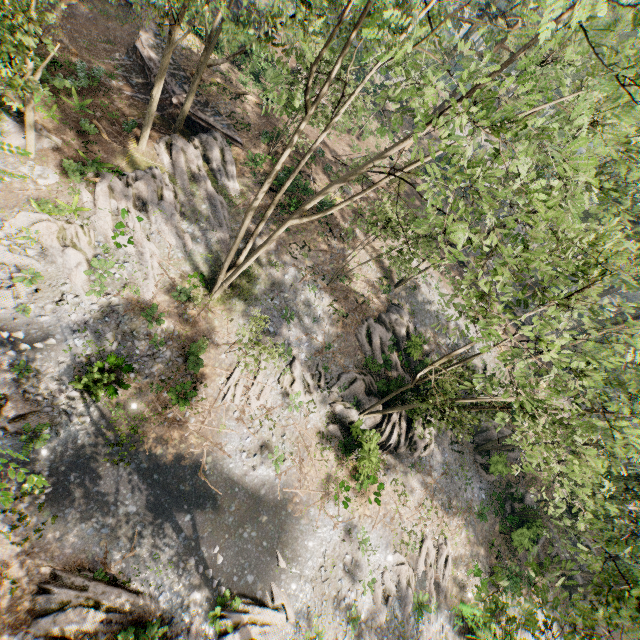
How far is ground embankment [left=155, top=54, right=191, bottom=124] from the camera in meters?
24.0

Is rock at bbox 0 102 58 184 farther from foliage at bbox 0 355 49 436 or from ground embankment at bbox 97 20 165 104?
ground embankment at bbox 97 20 165 104

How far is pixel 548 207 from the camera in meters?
8.4 m

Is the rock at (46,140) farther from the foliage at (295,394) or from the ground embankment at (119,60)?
the ground embankment at (119,60)

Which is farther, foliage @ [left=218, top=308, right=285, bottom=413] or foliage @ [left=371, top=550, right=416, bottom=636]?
foliage @ [left=371, top=550, right=416, bottom=636]

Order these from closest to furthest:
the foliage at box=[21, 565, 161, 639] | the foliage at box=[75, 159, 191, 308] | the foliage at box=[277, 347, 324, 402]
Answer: the foliage at box=[21, 565, 161, 639]
the foliage at box=[75, 159, 191, 308]
the foliage at box=[277, 347, 324, 402]
